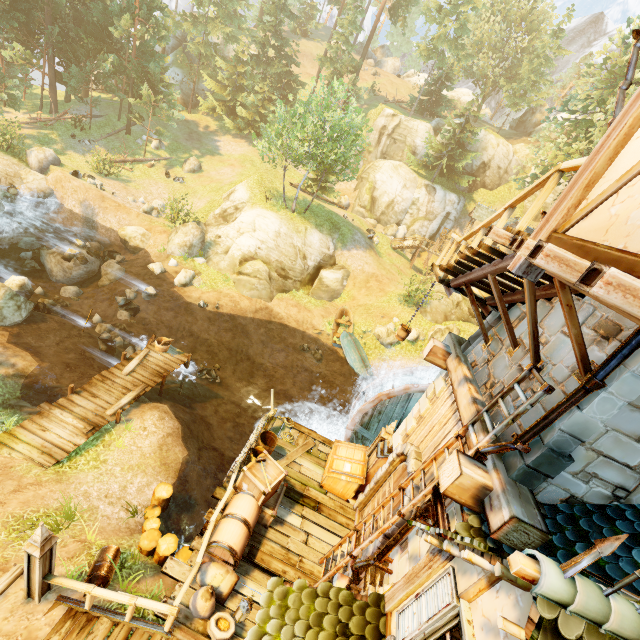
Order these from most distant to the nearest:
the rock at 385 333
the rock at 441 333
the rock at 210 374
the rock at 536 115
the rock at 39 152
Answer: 1. the rock at 536 115
2. the rock at 385 333
3. the rock at 441 333
4. the rock at 39 152
5. the rock at 210 374

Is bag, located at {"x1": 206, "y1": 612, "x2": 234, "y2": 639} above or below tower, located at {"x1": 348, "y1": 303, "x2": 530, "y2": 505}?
below

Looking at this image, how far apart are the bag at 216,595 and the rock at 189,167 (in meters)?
34.72

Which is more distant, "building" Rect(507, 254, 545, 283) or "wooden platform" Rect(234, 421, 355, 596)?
"wooden platform" Rect(234, 421, 355, 596)

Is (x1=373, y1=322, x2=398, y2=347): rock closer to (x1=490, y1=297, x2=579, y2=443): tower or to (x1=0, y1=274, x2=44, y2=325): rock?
(x1=490, y1=297, x2=579, y2=443): tower

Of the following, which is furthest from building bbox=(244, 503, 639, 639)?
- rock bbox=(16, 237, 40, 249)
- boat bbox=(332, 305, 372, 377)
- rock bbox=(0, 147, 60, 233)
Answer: rock bbox=(0, 147, 60, 233)

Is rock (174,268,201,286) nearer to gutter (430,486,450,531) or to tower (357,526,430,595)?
tower (357,526,430,595)

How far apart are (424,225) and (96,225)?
33.4 meters
